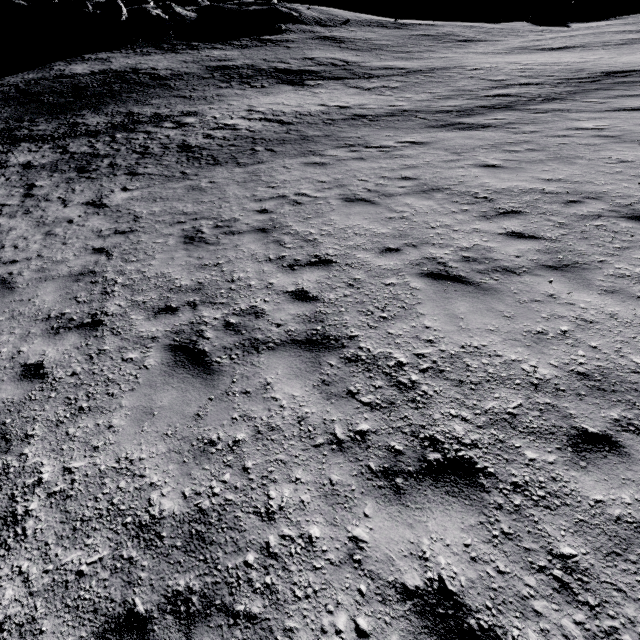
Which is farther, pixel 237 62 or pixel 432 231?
pixel 237 62
